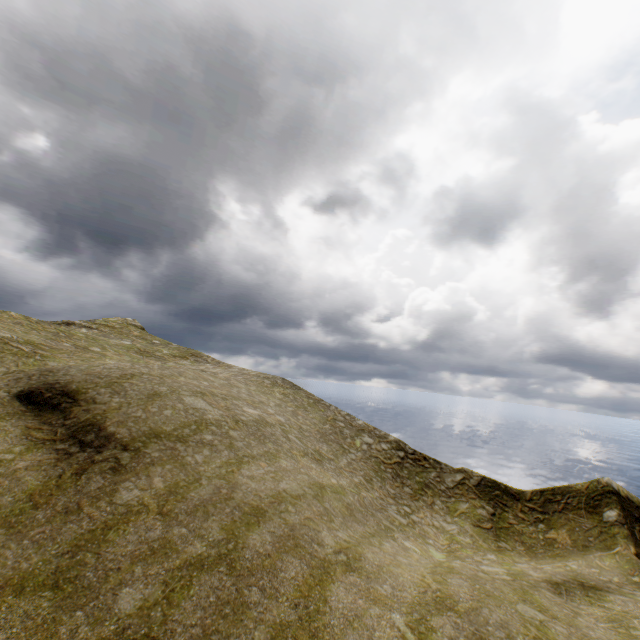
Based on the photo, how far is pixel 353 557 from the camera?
11.5 meters
